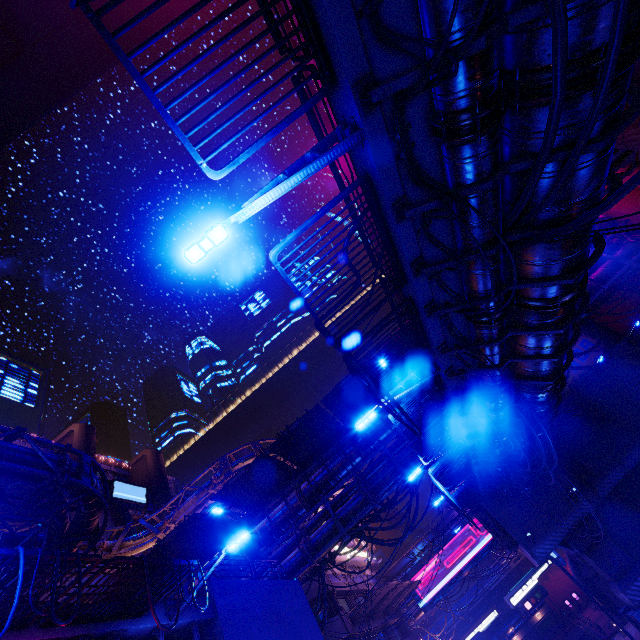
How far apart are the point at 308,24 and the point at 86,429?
66.2 meters

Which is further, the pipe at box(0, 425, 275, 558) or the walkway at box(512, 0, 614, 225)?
the pipe at box(0, 425, 275, 558)

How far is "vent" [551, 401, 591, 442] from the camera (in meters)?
26.94

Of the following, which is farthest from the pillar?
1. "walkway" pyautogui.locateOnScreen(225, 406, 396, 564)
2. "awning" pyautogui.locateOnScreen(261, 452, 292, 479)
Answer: "awning" pyautogui.locateOnScreen(261, 452, 292, 479)

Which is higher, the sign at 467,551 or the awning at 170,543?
the awning at 170,543

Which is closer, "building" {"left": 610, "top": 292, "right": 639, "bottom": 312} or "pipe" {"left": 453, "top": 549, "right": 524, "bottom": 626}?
"building" {"left": 610, "top": 292, "right": 639, "bottom": 312}

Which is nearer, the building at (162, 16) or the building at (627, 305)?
the building at (627, 305)

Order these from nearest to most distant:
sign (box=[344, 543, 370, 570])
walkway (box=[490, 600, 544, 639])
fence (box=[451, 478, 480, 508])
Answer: fence (box=[451, 478, 480, 508])
sign (box=[344, 543, 370, 570])
walkway (box=[490, 600, 544, 639])
